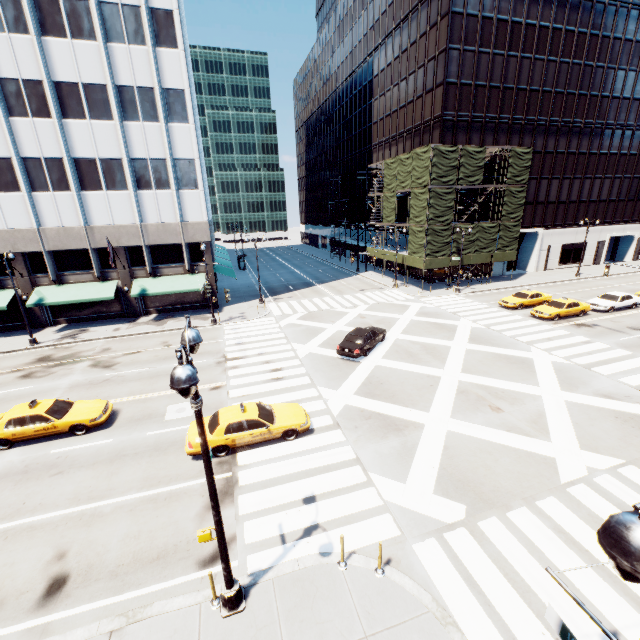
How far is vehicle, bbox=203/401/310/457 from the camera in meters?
13.2

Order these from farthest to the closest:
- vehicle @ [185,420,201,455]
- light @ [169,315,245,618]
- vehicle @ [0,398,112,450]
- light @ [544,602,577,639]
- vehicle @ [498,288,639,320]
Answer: vehicle @ [498,288,639,320], vehicle @ [0,398,112,450], vehicle @ [185,420,201,455], light @ [169,315,245,618], light @ [544,602,577,639]

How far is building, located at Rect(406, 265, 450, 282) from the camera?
42.42m

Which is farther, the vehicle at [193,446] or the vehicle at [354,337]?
the vehicle at [354,337]

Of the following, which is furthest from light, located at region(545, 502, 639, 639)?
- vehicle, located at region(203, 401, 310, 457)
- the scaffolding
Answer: the scaffolding

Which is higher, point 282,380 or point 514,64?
point 514,64

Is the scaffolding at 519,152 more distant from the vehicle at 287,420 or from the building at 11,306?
the vehicle at 287,420
